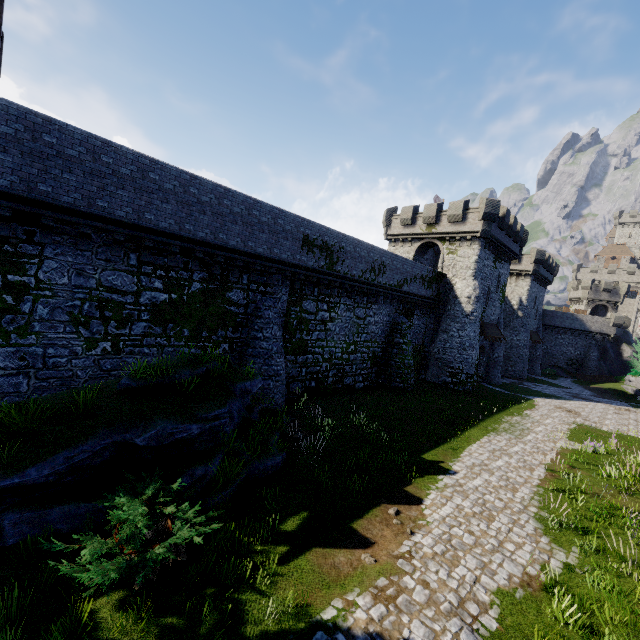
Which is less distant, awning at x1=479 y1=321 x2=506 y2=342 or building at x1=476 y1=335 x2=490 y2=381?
awning at x1=479 y1=321 x2=506 y2=342

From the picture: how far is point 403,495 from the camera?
10.6 meters

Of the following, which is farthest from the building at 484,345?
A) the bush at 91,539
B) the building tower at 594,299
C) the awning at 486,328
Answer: the bush at 91,539

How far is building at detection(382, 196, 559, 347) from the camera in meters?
28.9 m

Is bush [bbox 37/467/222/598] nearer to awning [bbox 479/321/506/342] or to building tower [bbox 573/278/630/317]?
awning [bbox 479/321/506/342]

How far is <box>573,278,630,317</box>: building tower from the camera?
55.19m

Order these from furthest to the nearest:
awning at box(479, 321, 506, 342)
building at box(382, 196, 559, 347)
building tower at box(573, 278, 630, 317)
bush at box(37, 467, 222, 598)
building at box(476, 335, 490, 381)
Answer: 1. building tower at box(573, 278, 630, 317)
2. building at box(476, 335, 490, 381)
3. awning at box(479, 321, 506, 342)
4. building at box(382, 196, 559, 347)
5. bush at box(37, 467, 222, 598)

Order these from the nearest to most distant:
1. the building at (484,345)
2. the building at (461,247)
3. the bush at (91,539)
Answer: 1. the bush at (91,539)
2. the building at (461,247)
3. the building at (484,345)
